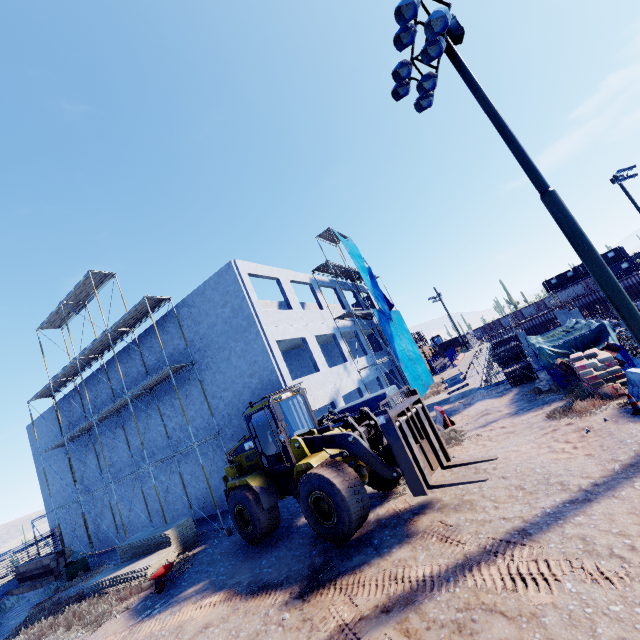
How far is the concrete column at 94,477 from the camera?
23.4m

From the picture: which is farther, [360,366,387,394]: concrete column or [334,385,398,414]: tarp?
[360,366,387,394]: concrete column

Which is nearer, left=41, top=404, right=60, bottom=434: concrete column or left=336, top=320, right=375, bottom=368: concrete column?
left=336, top=320, right=375, bottom=368: concrete column

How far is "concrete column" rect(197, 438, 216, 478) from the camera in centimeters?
1759cm

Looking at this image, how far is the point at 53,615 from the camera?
12.7 meters

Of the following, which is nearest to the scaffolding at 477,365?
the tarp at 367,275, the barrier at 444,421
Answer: the tarp at 367,275

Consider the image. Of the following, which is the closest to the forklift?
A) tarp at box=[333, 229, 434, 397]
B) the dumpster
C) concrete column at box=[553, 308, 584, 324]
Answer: tarp at box=[333, 229, 434, 397]

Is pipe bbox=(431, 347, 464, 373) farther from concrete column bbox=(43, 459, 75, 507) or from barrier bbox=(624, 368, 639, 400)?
barrier bbox=(624, 368, 639, 400)
